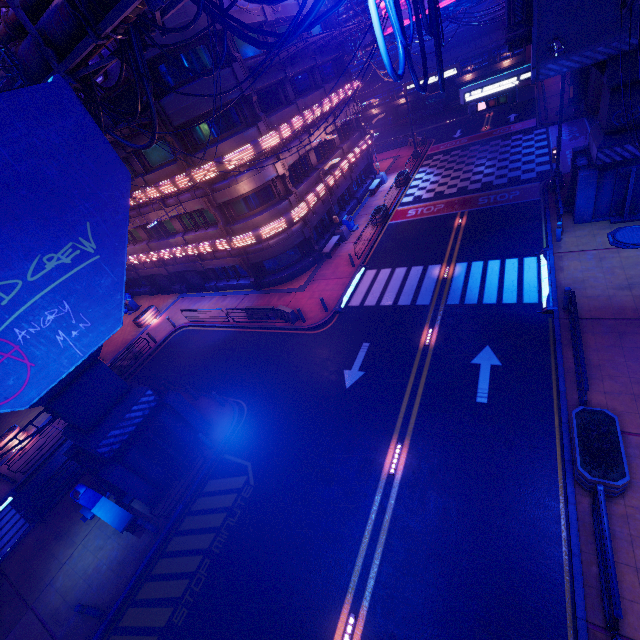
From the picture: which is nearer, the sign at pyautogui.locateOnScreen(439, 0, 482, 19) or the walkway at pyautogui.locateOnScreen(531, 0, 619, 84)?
the walkway at pyautogui.locateOnScreen(531, 0, 619, 84)

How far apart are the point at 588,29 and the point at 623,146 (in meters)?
5.47

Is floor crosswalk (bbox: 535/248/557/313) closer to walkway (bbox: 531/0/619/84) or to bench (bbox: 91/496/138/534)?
walkway (bbox: 531/0/619/84)

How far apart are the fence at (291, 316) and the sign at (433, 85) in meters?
26.6 m

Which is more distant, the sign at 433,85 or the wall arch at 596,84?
the sign at 433,85

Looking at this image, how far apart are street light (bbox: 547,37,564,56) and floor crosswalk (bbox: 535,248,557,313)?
8.26m

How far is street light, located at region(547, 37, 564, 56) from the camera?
11.2 meters

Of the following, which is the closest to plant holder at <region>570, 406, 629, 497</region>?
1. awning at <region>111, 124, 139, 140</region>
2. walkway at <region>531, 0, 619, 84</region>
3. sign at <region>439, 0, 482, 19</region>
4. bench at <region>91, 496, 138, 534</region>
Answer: walkway at <region>531, 0, 619, 84</region>
